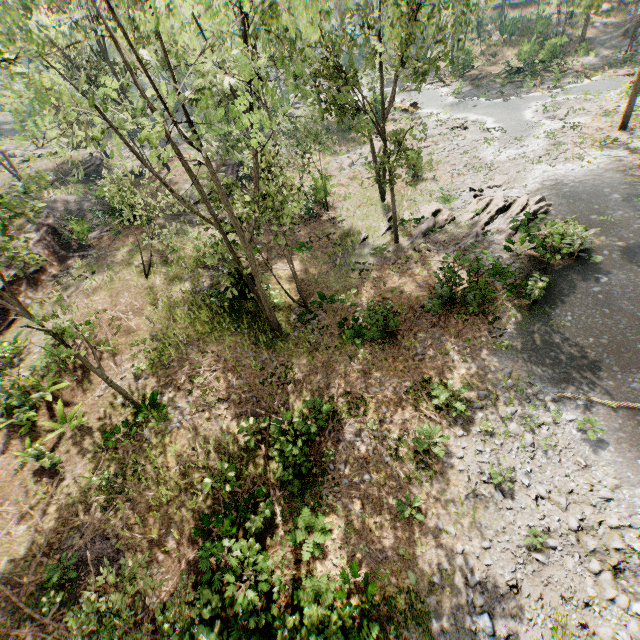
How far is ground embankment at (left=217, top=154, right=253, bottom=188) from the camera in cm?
2933

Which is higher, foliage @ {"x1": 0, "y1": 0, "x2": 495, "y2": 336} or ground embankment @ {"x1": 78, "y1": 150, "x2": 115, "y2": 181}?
foliage @ {"x1": 0, "y1": 0, "x2": 495, "y2": 336}

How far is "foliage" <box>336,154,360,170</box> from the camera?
32.2m

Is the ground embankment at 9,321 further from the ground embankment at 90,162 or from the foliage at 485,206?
the ground embankment at 90,162

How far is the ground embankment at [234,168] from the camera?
29.3m

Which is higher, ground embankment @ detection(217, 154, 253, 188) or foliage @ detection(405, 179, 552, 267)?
ground embankment @ detection(217, 154, 253, 188)

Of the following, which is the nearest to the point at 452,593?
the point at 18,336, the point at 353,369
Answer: the point at 353,369

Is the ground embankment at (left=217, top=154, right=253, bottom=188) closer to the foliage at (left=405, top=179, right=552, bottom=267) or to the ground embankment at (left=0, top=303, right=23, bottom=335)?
the foliage at (left=405, top=179, right=552, bottom=267)
